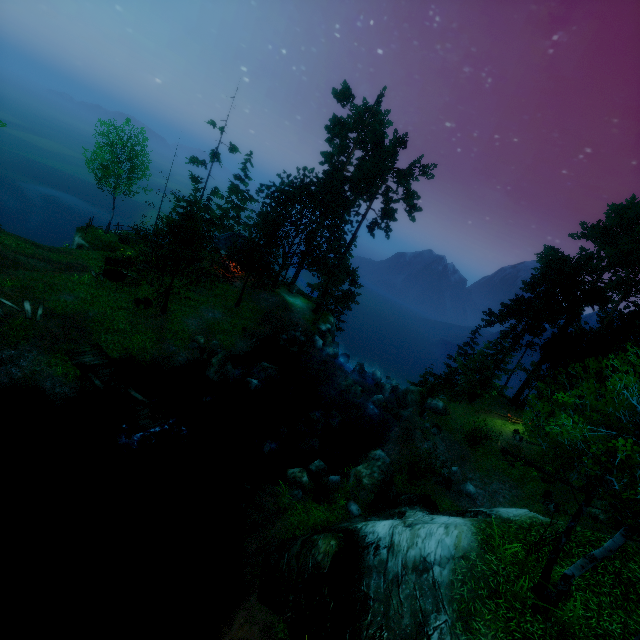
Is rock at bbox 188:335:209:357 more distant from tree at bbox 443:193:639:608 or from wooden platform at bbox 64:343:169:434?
wooden platform at bbox 64:343:169:434

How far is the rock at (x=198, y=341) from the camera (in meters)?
22.89

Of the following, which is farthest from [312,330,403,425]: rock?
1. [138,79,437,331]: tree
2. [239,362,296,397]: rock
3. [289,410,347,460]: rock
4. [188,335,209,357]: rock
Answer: [188,335,209,357]: rock

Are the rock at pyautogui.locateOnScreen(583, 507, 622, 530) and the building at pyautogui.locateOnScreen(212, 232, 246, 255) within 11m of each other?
no

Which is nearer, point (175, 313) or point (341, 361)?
point (175, 313)

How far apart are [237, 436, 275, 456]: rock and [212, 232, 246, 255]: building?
20.7m

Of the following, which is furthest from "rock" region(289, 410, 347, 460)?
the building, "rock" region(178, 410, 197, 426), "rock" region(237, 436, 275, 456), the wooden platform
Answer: the building

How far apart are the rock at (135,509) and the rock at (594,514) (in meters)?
23.49
